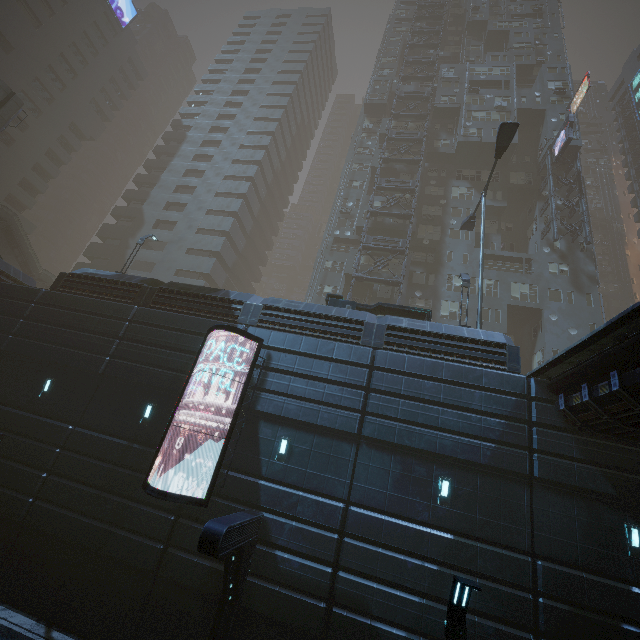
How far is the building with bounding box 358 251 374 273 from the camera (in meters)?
30.98

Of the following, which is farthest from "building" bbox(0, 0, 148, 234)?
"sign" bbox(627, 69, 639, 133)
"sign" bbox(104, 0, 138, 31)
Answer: "sign" bbox(627, 69, 639, 133)

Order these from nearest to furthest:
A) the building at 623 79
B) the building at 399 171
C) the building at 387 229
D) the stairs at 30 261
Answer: the stairs at 30 261, the building at 387 229, the building at 399 171, the building at 623 79

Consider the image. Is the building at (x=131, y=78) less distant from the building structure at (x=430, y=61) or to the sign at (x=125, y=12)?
the sign at (x=125, y=12)

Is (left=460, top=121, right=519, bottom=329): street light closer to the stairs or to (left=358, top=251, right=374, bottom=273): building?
(left=358, top=251, right=374, bottom=273): building

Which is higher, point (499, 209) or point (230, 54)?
point (230, 54)

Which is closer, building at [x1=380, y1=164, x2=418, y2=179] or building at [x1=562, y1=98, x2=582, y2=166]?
building at [x1=562, y1=98, x2=582, y2=166]

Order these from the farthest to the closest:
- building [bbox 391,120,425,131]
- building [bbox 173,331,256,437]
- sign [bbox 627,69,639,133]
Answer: sign [bbox 627,69,639,133]
building [bbox 391,120,425,131]
building [bbox 173,331,256,437]
